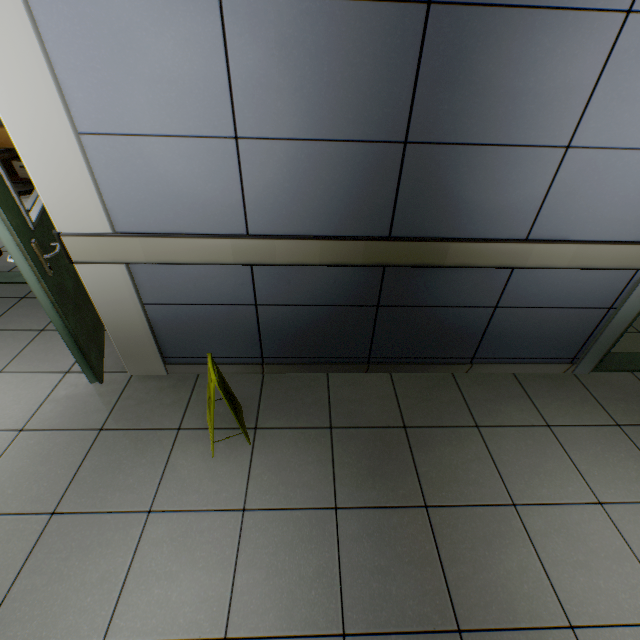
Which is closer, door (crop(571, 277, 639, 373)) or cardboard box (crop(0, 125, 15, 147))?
door (crop(571, 277, 639, 373))

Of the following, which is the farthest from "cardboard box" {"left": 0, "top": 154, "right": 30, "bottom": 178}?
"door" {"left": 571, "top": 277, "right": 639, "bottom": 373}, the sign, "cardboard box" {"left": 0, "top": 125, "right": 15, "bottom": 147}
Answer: "door" {"left": 571, "top": 277, "right": 639, "bottom": 373}

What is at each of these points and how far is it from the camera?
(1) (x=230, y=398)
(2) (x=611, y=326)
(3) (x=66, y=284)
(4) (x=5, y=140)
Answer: (1) sign, 1.9 meters
(2) door, 2.3 meters
(3) door, 2.2 meters
(4) cardboard box, 5.2 meters

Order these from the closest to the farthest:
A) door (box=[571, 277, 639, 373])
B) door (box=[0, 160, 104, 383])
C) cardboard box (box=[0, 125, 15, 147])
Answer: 1. door (box=[0, 160, 104, 383])
2. door (box=[571, 277, 639, 373])
3. cardboard box (box=[0, 125, 15, 147])

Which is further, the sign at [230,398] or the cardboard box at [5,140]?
the cardboard box at [5,140]

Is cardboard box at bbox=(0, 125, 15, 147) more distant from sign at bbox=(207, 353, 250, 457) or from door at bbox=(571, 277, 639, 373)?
door at bbox=(571, 277, 639, 373)

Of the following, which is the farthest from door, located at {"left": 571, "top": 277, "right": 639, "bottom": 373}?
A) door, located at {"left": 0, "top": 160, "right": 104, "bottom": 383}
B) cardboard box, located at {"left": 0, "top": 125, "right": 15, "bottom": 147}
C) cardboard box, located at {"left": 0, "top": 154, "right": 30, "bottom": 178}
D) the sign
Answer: cardboard box, located at {"left": 0, "top": 154, "right": 30, "bottom": 178}

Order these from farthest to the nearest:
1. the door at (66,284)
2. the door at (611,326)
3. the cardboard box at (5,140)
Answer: the cardboard box at (5,140) < the door at (611,326) < the door at (66,284)
